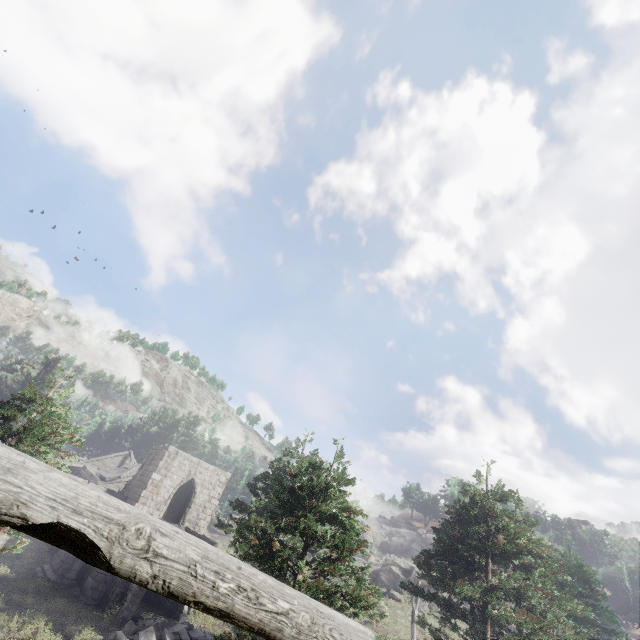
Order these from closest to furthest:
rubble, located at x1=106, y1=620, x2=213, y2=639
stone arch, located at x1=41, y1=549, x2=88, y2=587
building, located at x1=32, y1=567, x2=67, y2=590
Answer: rubble, located at x1=106, y1=620, x2=213, y2=639 < building, located at x1=32, y1=567, x2=67, y2=590 < stone arch, located at x1=41, y1=549, x2=88, y2=587

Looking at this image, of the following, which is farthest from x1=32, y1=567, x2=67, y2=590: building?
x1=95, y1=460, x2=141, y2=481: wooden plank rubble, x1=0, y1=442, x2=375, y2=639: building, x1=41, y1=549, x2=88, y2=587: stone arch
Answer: x1=0, y1=442, x2=375, y2=639: building

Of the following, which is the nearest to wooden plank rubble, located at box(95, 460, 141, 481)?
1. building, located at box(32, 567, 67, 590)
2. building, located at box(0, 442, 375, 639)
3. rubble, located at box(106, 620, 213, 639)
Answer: building, located at box(32, 567, 67, 590)

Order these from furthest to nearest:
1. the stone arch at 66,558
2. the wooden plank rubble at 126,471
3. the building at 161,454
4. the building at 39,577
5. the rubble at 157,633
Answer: the wooden plank rubble at 126,471
the stone arch at 66,558
the building at 39,577
the rubble at 157,633
the building at 161,454

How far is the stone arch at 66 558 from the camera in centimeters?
2105cm

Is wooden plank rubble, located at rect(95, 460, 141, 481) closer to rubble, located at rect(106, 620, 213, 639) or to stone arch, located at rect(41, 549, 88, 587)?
stone arch, located at rect(41, 549, 88, 587)

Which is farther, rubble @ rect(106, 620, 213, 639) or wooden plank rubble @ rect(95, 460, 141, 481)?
wooden plank rubble @ rect(95, 460, 141, 481)

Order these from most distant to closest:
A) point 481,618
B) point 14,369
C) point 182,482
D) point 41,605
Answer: point 14,369, point 182,482, point 41,605, point 481,618
